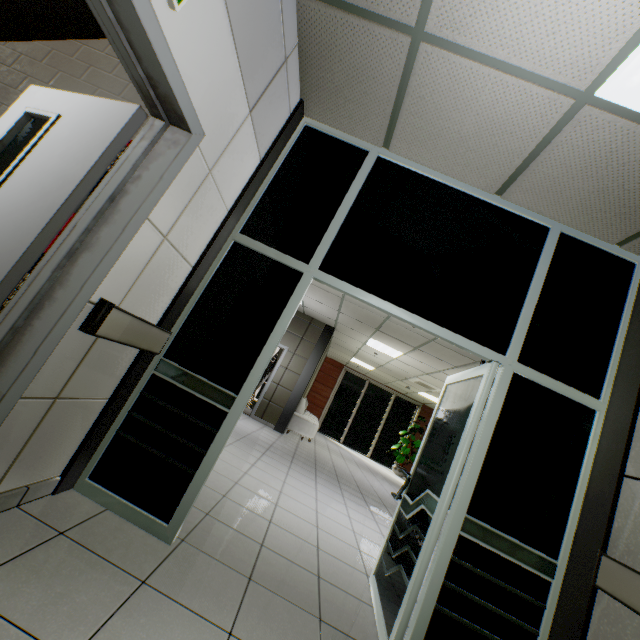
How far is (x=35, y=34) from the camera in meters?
2.8

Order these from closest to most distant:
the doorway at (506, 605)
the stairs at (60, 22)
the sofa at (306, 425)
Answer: the doorway at (506, 605), the stairs at (60, 22), the sofa at (306, 425)

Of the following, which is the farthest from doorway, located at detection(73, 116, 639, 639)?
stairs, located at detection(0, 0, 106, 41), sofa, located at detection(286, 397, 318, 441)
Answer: sofa, located at detection(286, 397, 318, 441)

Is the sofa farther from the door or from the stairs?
the door

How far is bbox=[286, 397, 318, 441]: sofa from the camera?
9.1 meters

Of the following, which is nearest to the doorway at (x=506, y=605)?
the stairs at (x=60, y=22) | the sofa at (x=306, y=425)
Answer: the stairs at (x=60, y=22)

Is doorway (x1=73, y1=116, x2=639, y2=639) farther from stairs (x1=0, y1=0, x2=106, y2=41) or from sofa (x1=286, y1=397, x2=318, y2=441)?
sofa (x1=286, y1=397, x2=318, y2=441)

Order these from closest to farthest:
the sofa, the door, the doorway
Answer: the door
the doorway
the sofa
